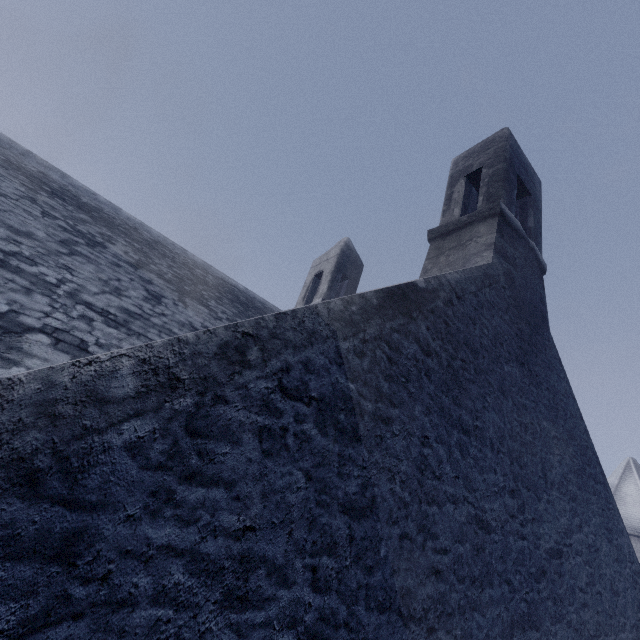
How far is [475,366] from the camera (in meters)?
3.61
